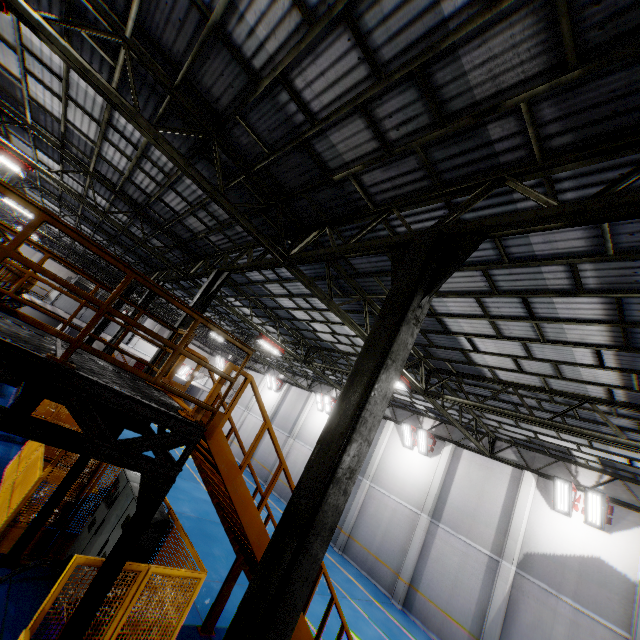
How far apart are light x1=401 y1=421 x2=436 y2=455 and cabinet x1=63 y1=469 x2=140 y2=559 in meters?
14.4

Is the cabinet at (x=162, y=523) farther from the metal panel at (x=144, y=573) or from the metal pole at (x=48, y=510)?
the metal pole at (x=48, y=510)

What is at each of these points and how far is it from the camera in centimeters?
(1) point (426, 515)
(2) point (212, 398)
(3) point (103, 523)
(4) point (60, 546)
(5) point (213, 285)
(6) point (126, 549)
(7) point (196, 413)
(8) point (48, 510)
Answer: (1) cement column, 1636cm
(2) metal stair, 492cm
(3) cabinet, 658cm
(4) metal panel, 709cm
(5) metal pole, 1043cm
(6) metal pole, 408cm
(7) metal stair, 477cm
(8) metal pole, 662cm

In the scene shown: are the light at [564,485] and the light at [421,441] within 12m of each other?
yes

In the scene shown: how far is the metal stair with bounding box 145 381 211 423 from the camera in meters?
4.6

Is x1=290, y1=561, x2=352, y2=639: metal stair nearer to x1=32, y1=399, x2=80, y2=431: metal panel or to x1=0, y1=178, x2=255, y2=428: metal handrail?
x1=0, y1=178, x2=255, y2=428: metal handrail

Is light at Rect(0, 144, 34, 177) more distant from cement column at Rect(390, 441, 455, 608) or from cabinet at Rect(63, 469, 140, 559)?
cement column at Rect(390, 441, 455, 608)

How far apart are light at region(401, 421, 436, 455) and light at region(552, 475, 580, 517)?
5.63m
